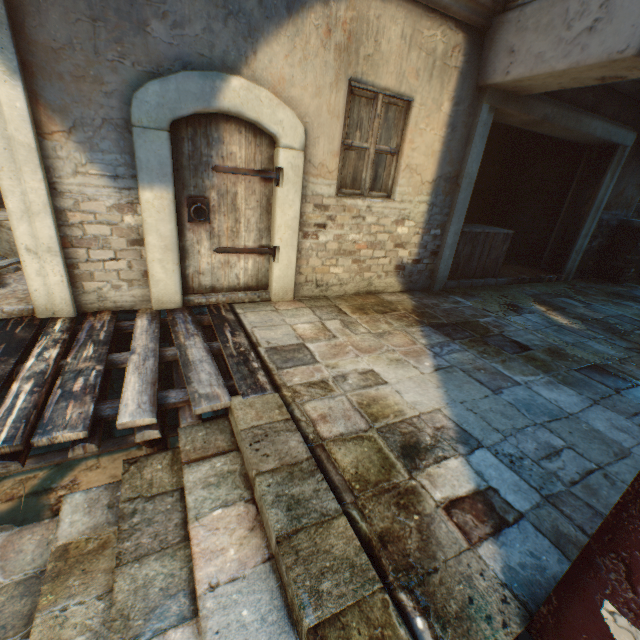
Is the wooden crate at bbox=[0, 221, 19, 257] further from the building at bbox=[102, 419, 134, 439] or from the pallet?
the building at bbox=[102, 419, 134, 439]

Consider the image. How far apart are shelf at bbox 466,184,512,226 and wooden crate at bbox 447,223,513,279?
1.45m

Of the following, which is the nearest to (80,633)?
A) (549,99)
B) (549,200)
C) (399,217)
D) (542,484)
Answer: (542,484)

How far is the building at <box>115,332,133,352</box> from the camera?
3.9m

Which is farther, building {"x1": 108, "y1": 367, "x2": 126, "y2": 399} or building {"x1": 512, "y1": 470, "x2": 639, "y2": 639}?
building {"x1": 108, "y1": 367, "x2": 126, "y2": 399}

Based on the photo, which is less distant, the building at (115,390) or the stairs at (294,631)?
the stairs at (294,631)

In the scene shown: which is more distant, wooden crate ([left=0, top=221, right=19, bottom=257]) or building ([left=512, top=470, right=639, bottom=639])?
wooden crate ([left=0, top=221, right=19, bottom=257])

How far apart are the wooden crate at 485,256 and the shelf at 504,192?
1.45m
